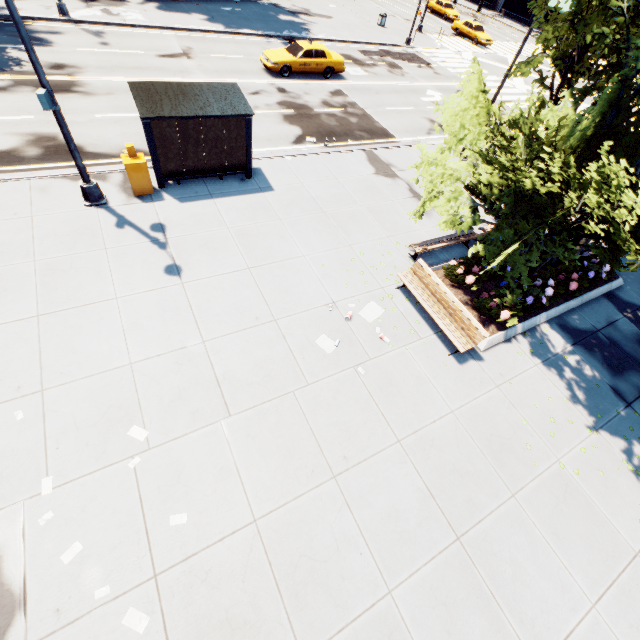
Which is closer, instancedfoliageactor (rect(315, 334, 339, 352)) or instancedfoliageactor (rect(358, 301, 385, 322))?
instancedfoliageactor (rect(315, 334, 339, 352))

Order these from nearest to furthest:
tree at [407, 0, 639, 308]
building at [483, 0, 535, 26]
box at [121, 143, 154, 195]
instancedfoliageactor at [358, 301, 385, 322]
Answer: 1. tree at [407, 0, 639, 308]
2. instancedfoliageactor at [358, 301, 385, 322]
3. box at [121, 143, 154, 195]
4. building at [483, 0, 535, 26]

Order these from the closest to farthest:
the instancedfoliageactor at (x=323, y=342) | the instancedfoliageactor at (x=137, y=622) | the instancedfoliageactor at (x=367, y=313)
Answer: the instancedfoliageactor at (x=137, y=622), the instancedfoliageactor at (x=323, y=342), the instancedfoliageactor at (x=367, y=313)

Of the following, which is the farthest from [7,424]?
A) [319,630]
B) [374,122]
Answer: [374,122]

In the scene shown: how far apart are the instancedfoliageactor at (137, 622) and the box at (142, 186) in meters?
10.6

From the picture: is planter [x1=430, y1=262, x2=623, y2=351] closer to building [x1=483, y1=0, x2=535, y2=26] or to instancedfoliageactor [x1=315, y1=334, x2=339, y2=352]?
instancedfoliageactor [x1=315, y1=334, x2=339, y2=352]

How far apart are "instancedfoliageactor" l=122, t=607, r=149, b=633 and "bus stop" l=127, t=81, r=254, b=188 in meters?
11.0 m

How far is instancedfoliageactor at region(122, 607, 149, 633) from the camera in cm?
473
